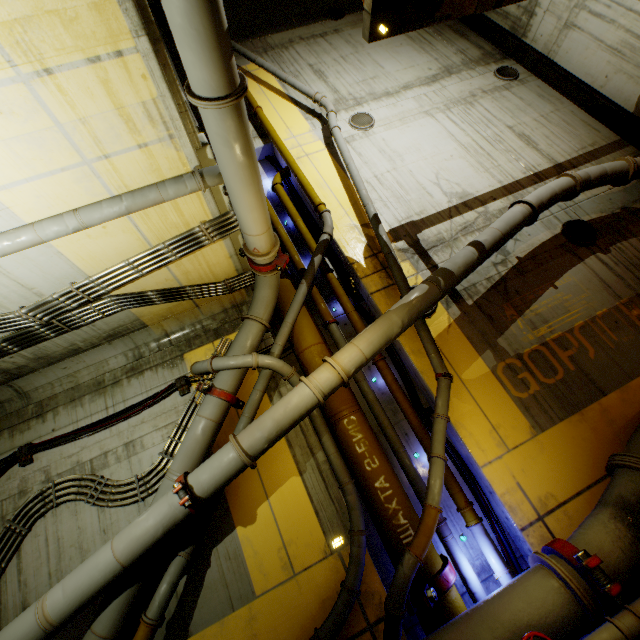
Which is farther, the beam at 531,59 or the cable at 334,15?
the cable at 334,15

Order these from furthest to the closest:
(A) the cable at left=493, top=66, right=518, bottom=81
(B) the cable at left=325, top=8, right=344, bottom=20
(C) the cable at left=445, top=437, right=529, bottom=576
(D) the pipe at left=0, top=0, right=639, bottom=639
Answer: (B) the cable at left=325, top=8, right=344, bottom=20, (A) the cable at left=493, top=66, right=518, bottom=81, (C) the cable at left=445, top=437, right=529, bottom=576, (D) the pipe at left=0, top=0, right=639, bottom=639

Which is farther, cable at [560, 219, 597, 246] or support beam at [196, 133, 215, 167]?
cable at [560, 219, 597, 246]

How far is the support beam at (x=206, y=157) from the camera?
4.2m

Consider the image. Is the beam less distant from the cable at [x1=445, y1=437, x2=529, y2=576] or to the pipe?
the pipe

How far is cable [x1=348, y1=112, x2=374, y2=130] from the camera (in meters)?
9.93

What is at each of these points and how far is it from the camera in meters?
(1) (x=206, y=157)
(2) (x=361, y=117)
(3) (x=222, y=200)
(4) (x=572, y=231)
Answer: (1) support beam, 4.4
(2) cable, 10.1
(3) support beam, 5.0
(4) cable, 8.0

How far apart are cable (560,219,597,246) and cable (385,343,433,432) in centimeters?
519cm
